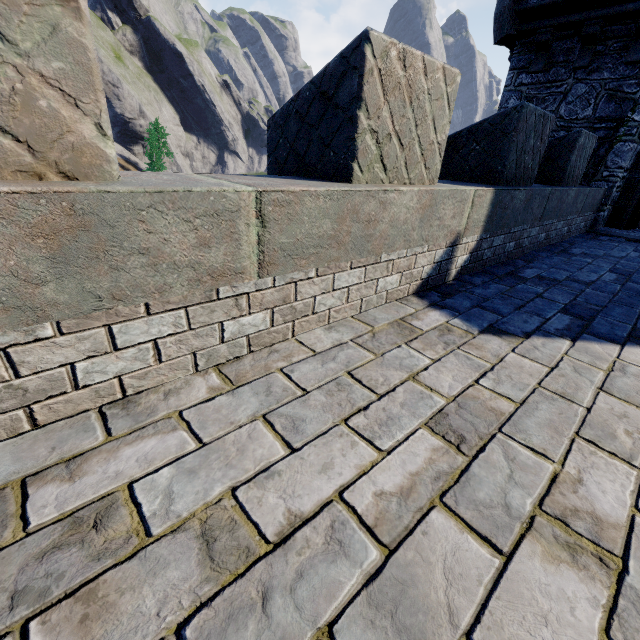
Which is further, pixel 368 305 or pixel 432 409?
pixel 368 305

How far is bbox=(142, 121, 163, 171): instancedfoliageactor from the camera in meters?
57.6 m

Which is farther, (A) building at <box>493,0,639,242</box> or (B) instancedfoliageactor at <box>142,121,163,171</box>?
(B) instancedfoliageactor at <box>142,121,163,171</box>

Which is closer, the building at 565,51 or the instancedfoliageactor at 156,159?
the building at 565,51

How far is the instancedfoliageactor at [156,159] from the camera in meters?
57.6

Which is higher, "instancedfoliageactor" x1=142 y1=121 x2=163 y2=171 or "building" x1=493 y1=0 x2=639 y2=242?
"building" x1=493 y1=0 x2=639 y2=242
